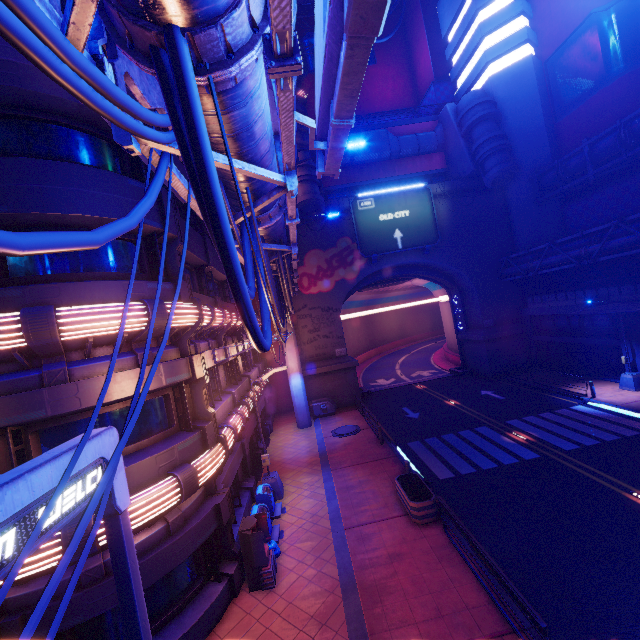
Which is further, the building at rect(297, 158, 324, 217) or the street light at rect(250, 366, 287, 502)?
the building at rect(297, 158, 324, 217)

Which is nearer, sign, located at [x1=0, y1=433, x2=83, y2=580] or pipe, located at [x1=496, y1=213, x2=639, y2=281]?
sign, located at [x1=0, y1=433, x2=83, y2=580]

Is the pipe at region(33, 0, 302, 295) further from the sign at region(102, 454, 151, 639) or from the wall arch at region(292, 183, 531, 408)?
the sign at region(102, 454, 151, 639)

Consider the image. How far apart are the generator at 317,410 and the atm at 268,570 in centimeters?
1576cm

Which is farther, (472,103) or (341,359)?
(341,359)

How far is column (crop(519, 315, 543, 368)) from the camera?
29.3m

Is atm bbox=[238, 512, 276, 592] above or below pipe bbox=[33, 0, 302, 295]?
below

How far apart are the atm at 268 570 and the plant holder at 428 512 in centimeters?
Result: 504cm
